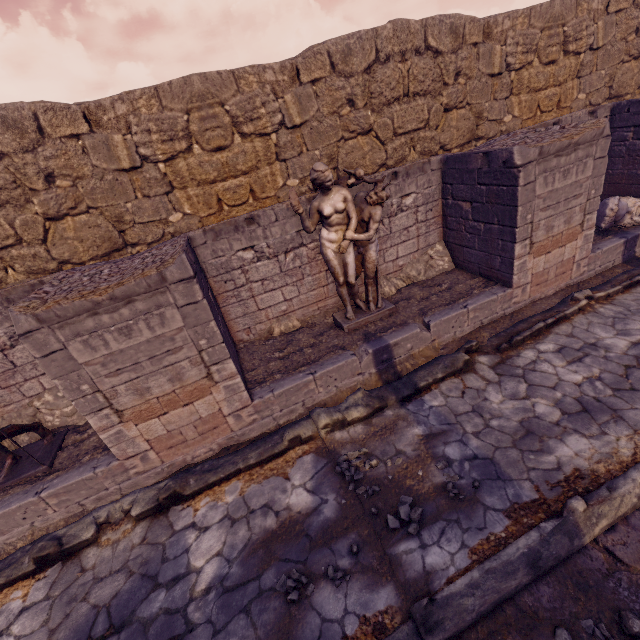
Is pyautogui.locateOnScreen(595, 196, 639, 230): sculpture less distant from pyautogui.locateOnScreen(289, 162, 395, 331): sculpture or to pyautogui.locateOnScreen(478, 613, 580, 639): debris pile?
pyautogui.locateOnScreen(289, 162, 395, 331): sculpture

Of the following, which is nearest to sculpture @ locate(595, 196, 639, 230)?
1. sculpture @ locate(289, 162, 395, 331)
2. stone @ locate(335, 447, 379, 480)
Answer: sculpture @ locate(289, 162, 395, 331)

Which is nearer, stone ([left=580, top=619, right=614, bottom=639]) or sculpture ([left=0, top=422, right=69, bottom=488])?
stone ([left=580, top=619, right=614, bottom=639])

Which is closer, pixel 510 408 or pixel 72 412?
pixel 510 408

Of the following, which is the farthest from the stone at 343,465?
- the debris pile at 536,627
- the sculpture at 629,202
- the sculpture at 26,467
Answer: the sculpture at 629,202

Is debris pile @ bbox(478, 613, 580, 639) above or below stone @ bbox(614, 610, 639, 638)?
below

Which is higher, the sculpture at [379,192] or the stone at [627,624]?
the sculpture at [379,192]

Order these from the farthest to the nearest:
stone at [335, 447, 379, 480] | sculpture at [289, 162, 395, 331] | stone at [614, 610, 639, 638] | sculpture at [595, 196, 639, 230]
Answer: sculpture at [595, 196, 639, 230] → sculpture at [289, 162, 395, 331] → stone at [335, 447, 379, 480] → stone at [614, 610, 639, 638]
